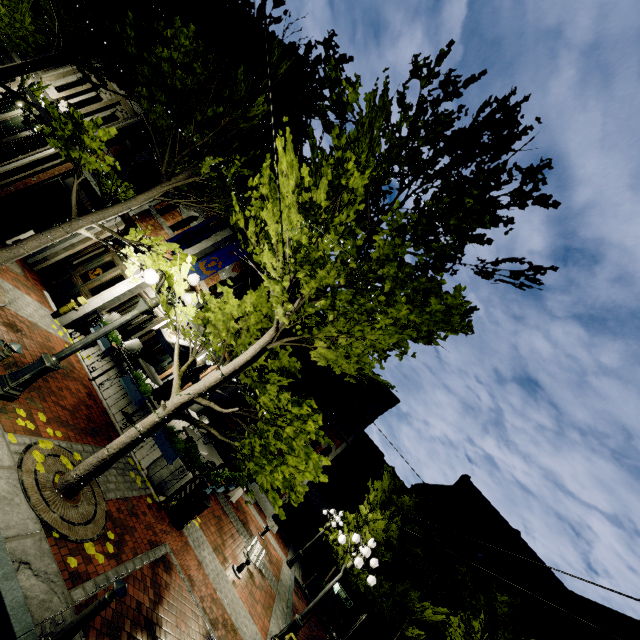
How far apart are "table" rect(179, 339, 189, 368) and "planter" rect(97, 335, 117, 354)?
2.3 meters

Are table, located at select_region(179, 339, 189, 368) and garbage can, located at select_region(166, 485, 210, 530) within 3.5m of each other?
no

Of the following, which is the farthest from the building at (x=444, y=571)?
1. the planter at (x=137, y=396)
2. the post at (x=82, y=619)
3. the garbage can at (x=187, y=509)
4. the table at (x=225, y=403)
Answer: the post at (x=82, y=619)

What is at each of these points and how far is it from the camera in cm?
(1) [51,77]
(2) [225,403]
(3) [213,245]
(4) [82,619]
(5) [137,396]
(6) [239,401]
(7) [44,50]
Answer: (1) building, 1450
(2) table, 1202
(3) building, 1130
(4) post, 339
(5) planter, 856
(6) building, 2348
(7) building, 1600

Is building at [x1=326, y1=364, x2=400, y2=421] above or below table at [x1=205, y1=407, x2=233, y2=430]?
above

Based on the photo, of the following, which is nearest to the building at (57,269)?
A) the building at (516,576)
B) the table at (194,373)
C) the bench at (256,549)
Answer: the table at (194,373)

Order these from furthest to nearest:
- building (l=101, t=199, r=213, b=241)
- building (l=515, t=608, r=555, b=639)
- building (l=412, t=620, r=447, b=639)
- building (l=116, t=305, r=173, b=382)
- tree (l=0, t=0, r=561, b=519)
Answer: building (l=412, t=620, r=447, b=639)
building (l=515, t=608, r=555, b=639)
building (l=116, t=305, r=173, b=382)
building (l=101, t=199, r=213, b=241)
tree (l=0, t=0, r=561, b=519)

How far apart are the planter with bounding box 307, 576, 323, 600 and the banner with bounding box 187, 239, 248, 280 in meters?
16.2 m
